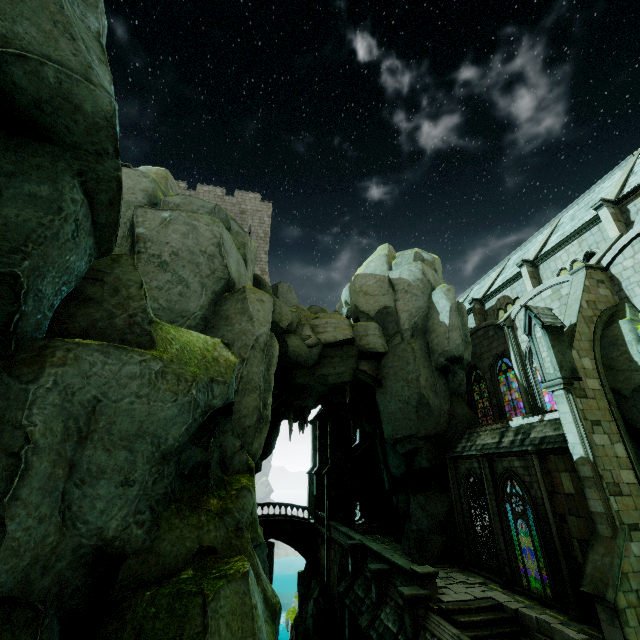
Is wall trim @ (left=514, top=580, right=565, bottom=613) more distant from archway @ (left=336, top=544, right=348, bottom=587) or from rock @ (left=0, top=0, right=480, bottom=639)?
archway @ (left=336, top=544, right=348, bottom=587)

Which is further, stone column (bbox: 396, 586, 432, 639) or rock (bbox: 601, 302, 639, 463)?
stone column (bbox: 396, 586, 432, 639)

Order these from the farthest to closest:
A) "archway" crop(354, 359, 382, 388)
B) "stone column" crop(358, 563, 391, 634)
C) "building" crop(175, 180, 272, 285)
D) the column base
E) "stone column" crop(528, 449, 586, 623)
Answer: "building" crop(175, 180, 272, 285) → "archway" crop(354, 359, 382, 388) → "stone column" crop(358, 563, 391, 634) → the column base → "stone column" crop(528, 449, 586, 623)

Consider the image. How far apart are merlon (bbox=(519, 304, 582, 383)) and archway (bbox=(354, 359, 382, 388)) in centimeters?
1012cm

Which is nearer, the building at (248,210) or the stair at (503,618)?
the stair at (503,618)

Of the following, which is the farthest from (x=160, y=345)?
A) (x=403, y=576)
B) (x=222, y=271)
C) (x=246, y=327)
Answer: (x=403, y=576)

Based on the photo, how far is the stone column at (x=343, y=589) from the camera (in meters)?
19.98

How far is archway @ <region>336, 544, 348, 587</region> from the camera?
23.80m
